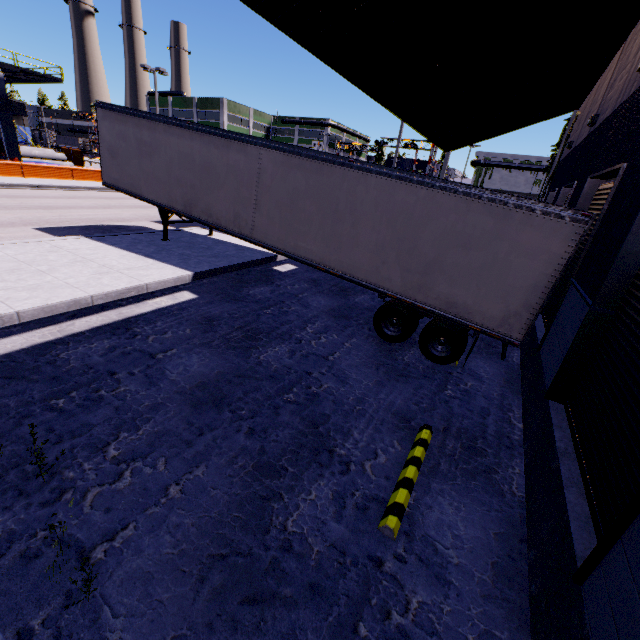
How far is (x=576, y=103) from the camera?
15.3m

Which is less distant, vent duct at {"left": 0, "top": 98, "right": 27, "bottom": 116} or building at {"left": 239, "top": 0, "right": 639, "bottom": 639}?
building at {"left": 239, "top": 0, "right": 639, "bottom": 639}

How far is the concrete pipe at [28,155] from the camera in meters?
32.6 m

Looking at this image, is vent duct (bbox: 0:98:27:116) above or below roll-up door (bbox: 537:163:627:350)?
above

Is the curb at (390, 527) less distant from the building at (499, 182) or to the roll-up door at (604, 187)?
the building at (499, 182)

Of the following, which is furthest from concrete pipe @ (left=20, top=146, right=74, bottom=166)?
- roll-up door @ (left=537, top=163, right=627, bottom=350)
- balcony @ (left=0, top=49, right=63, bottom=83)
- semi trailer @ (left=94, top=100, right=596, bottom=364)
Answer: roll-up door @ (left=537, top=163, right=627, bottom=350)

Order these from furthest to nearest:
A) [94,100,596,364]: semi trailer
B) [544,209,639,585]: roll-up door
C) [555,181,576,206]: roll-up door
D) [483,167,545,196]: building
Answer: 1. [483,167,545,196]: building
2. [555,181,576,206]: roll-up door
3. [94,100,596,364]: semi trailer
4. [544,209,639,585]: roll-up door

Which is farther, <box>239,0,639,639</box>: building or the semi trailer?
the semi trailer
